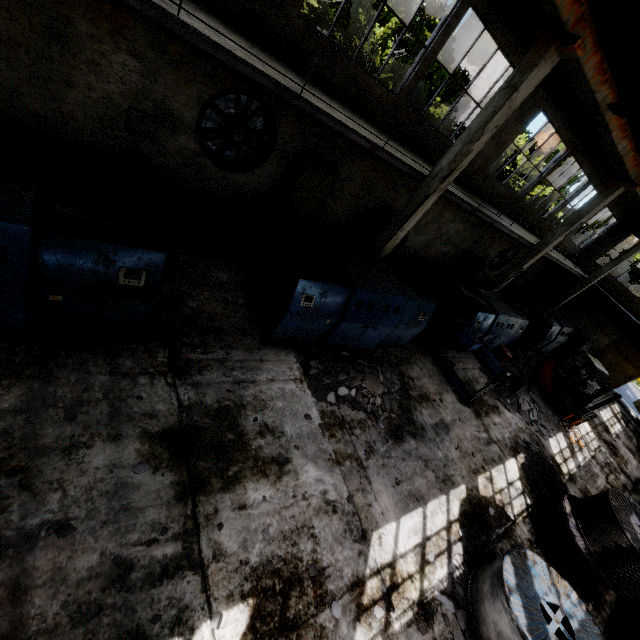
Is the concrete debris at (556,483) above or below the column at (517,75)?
below

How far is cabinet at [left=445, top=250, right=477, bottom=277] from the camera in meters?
17.7

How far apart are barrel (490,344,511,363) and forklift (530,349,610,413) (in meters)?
3.56

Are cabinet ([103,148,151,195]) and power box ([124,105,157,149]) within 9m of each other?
yes

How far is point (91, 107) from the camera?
7.3m

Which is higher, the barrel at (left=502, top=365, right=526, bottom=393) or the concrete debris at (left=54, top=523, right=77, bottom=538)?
the barrel at (left=502, top=365, right=526, bottom=393)

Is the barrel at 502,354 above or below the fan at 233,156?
below

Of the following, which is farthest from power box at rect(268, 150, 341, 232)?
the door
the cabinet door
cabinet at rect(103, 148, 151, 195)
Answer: the door
